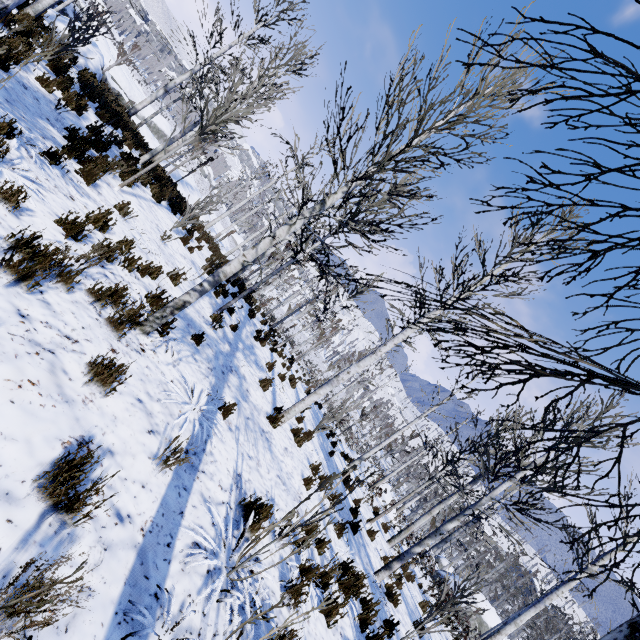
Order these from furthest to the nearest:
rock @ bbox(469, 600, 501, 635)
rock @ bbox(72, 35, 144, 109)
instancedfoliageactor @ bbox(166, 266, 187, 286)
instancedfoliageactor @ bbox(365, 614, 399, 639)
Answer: rock @ bbox(469, 600, 501, 635)
rock @ bbox(72, 35, 144, 109)
instancedfoliageactor @ bbox(166, 266, 187, 286)
instancedfoliageactor @ bbox(365, 614, 399, 639)

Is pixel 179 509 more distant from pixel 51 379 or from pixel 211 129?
pixel 211 129

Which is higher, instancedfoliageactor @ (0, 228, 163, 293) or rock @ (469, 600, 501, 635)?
instancedfoliageactor @ (0, 228, 163, 293)

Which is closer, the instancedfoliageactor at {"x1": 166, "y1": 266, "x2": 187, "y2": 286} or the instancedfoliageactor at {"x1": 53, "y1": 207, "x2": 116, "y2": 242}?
the instancedfoliageactor at {"x1": 53, "y1": 207, "x2": 116, "y2": 242}

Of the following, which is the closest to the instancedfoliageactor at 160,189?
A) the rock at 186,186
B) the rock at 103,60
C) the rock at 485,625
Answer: the rock at 186,186

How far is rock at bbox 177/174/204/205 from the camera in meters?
26.4

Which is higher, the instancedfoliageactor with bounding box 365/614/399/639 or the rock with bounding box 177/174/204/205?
the instancedfoliageactor with bounding box 365/614/399/639

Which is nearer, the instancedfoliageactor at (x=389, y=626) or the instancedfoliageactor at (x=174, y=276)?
the instancedfoliageactor at (x=389, y=626)
